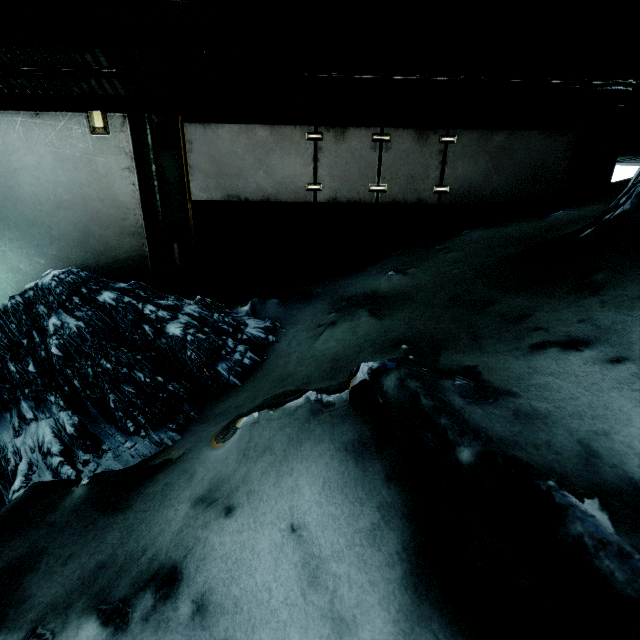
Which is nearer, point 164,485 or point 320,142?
point 164,485
